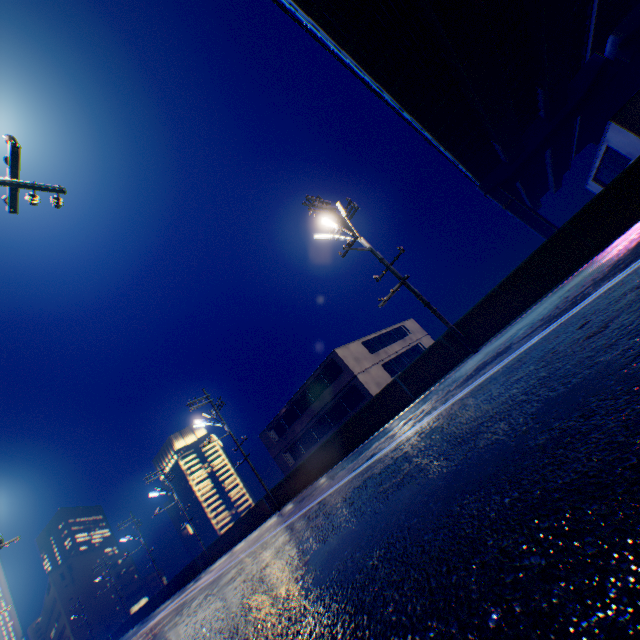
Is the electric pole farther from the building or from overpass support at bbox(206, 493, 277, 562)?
the building

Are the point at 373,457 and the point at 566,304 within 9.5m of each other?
yes

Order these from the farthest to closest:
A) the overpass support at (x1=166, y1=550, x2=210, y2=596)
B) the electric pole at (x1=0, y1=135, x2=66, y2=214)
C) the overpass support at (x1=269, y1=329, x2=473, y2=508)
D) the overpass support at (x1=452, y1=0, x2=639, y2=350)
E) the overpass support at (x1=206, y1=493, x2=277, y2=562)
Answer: the overpass support at (x1=166, y1=550, x2=210, y2=596)
the overpass support at (x1=206, y1=493, x2=277, y2=562)
the overpass support at (x1=269, y1=329, x2=473, y2=508)
the overpass support at (x1=452, y1=0, x2=639, y2=350)
the electric pole at (x1=0, y1=135, x2=66, y2=214)

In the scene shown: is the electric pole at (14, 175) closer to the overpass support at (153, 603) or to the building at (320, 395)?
the overpass support at (153, 603)

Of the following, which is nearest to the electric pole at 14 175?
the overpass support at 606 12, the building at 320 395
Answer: the overpass support at 606 12
